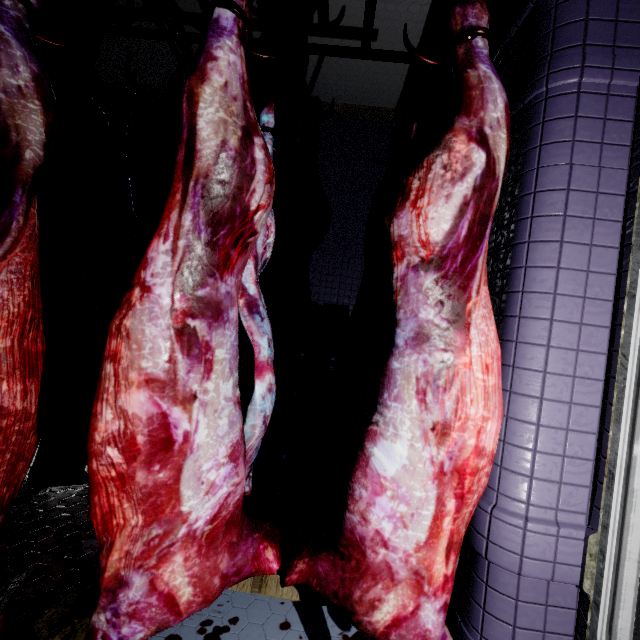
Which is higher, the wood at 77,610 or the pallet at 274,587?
the pallet at 274,587

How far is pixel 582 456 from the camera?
1.1m

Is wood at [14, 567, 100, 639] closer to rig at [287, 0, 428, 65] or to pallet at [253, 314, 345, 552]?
pallet at [253, 314, 345, 552]

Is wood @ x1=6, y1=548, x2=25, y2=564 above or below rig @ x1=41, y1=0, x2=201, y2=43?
below

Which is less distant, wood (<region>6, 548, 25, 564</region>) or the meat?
the meat

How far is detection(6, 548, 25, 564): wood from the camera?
1.46m

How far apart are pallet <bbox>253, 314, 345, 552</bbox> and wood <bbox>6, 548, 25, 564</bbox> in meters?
0.1

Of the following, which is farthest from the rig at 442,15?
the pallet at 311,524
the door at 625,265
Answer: the pallet at 311,524
